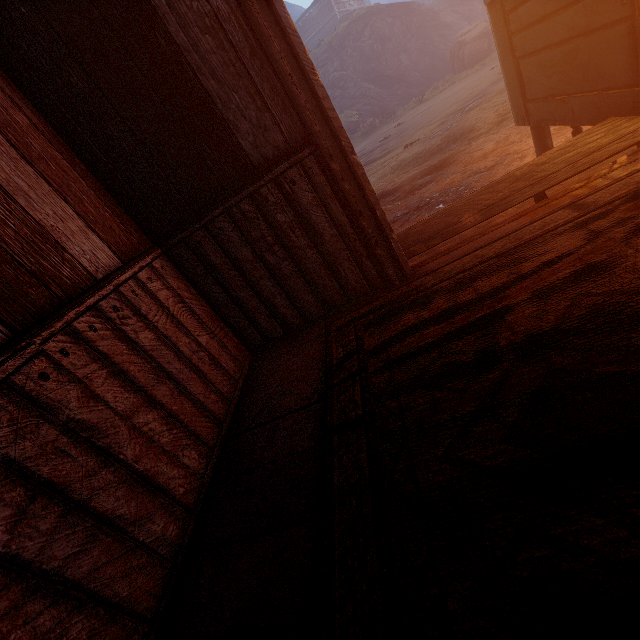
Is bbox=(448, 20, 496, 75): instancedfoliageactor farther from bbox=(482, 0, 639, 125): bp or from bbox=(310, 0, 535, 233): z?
bbox=(482, 0, 639, 125): bp

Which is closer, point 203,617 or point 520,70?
point 203,617

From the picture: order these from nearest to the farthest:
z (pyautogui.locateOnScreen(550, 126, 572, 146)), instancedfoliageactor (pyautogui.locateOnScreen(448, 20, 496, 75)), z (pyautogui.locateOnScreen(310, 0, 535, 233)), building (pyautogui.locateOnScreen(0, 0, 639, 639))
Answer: building (pyautogui.locateOnScreen(0, 0, 639, 639))
z (pyautogui.locateOnScreen(550, 126, 572, 146))
z (pyautogui.locateOnScreen(310, 0, 535, 233))
instancedfoliageactor (pyautogui.locateOnScreen(448, 20, 496, 75))

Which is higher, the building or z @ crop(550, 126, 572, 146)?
the building

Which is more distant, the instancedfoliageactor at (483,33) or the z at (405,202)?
the instancedfoliageactor at (483,33)

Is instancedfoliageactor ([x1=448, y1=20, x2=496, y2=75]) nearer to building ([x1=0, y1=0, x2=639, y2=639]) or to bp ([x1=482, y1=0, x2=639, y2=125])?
building ([x1=0, y1=0, x2=639, y2=639])

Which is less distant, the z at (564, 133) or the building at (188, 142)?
the building at (188, 142)
